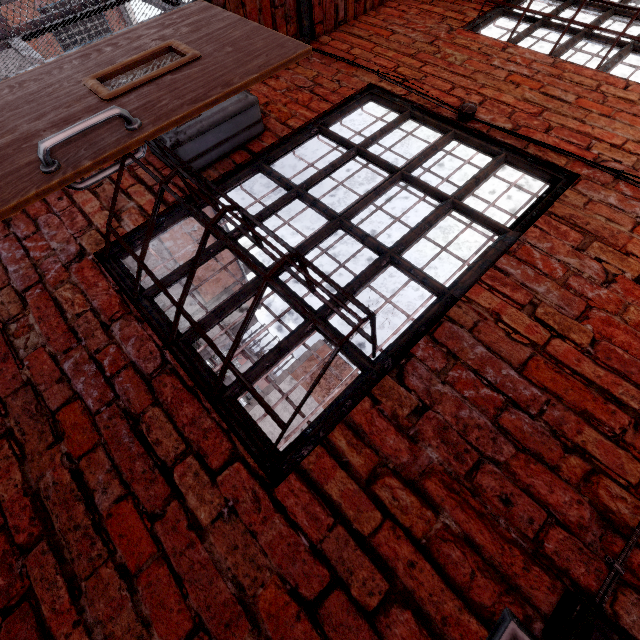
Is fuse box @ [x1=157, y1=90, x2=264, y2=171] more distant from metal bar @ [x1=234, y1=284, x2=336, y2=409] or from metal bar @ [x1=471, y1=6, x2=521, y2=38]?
metal bar @ [x1=471, y1=6, x2=521, y2=38]

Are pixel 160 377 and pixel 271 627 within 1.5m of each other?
yes

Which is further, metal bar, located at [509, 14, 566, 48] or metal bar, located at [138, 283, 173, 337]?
metal bar, located at [509, 14, 566, 48]

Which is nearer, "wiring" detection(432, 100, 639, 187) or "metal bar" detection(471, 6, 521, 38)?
"wiring" detection(432, 100, 639, 187)

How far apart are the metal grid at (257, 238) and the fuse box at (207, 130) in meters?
0.2

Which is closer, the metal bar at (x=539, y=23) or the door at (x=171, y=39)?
the door at (x=171, y=39)

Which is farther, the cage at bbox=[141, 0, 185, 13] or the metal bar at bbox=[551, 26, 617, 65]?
the cage at bbox=[141, 0, 185, 13]

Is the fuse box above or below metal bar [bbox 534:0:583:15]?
below
